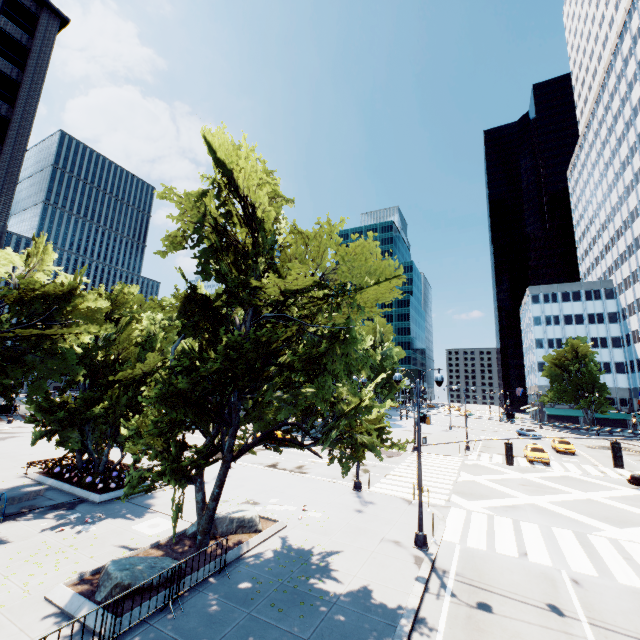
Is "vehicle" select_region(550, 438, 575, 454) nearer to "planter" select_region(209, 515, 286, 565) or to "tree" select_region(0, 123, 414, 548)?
"tree" select_region(0, 123, 414, 548)

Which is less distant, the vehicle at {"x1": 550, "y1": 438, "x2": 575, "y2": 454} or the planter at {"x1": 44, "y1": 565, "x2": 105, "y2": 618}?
the planter at {"x1": 44, "y1": 565, "x2": 105, "y2": 618}

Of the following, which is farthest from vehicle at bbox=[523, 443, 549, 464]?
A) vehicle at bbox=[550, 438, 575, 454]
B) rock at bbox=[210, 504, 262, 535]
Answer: rock at bbox=[210, 504, 262, 535]

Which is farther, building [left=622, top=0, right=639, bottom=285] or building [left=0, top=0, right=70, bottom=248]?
building [left=622, top=0, right=639, bottom=285]

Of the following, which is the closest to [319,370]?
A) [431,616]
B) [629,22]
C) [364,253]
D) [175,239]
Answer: [364,253]

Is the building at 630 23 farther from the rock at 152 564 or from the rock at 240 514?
the rock at 152 564

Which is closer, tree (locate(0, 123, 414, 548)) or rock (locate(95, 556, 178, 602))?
rock (locate(95, 556, 178, 602))

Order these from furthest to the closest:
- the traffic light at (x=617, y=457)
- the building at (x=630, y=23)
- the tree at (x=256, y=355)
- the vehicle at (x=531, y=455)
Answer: the building at (x=630, y=23)
the vehicle at (x=531, y=455)
the traffic light at (x=617, y=457)
the tree at (x=256, y=355)
